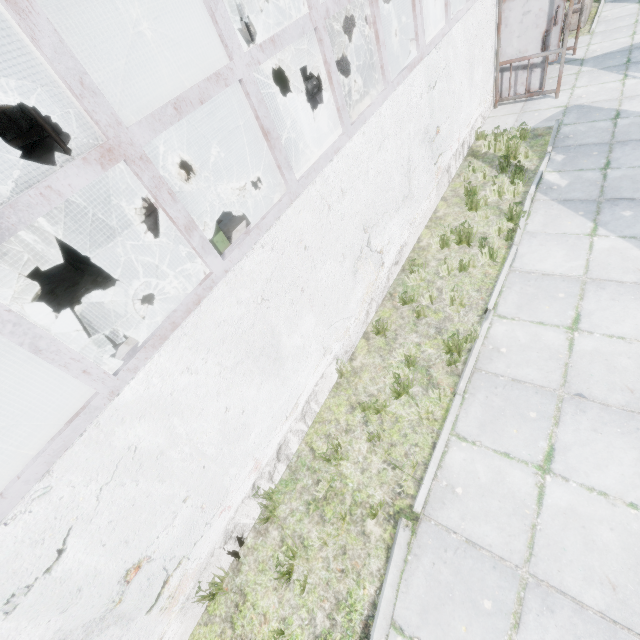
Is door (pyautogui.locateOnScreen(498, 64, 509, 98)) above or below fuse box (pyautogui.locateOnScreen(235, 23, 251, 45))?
below

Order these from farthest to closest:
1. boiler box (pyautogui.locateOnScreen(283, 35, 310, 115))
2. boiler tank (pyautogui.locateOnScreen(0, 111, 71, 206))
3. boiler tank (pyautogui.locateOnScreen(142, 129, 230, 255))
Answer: boiler box (pyautogui.locateOnScreen(283, 35, 310, 115)), boiler tank (pyautogui.locateOnScreen(142, 129, 230, 255)), boiler tank (pyautogui.locateOnScreen(0, 111, 71, 206))

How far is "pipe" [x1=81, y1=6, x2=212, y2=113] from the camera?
6.8 meters

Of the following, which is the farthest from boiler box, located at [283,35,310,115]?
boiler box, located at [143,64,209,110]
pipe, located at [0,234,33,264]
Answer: pipe, located at [0,234,33,264]

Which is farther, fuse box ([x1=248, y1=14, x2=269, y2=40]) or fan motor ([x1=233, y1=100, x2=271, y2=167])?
fuse box ([x1=248, y1=14, x2=269, y2=40])

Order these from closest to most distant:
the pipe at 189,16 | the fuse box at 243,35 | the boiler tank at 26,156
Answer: the pipe at 189,16, the boiler tank at 26,156, the fuse box at 243,35

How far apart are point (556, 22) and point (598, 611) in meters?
13.2 m

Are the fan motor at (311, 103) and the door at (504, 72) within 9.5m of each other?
yes
